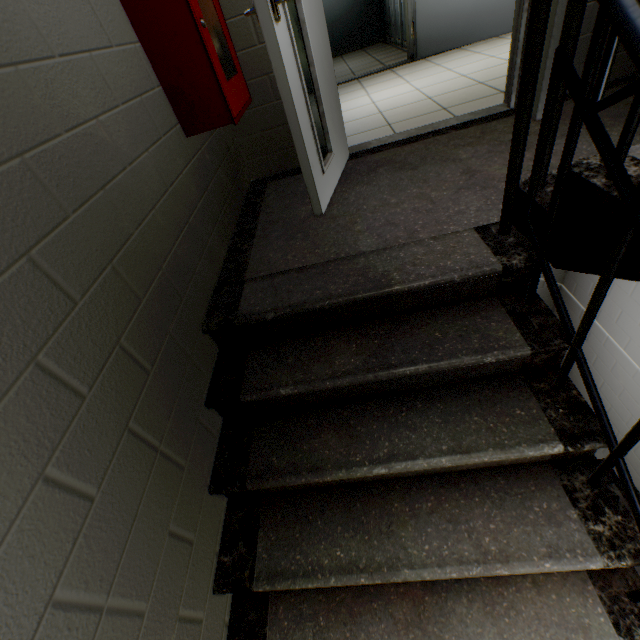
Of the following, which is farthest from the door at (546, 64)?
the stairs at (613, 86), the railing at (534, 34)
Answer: the railing at (534, 34)

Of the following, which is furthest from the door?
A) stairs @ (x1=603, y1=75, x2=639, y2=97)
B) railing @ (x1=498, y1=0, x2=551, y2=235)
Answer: railing @ (x1=498, y1=0, x2=551, y2=235)

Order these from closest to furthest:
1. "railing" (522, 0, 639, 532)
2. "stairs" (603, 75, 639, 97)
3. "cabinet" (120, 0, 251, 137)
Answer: "railing" (522, 0, 639, 532) → "cabinet" (120, 0, 251, 137) → "stairs" (603, 75, 639, 97)

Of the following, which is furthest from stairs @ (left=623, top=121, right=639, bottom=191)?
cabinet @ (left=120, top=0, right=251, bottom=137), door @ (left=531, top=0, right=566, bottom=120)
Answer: cabinet @ (left=120, top=0, right=251, bottom=137)

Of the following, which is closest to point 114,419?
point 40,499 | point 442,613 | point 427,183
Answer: point 40,499

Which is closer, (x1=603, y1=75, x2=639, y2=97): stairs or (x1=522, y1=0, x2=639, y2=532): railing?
(x1=522, y1=0, x2=639, y2=532): railing

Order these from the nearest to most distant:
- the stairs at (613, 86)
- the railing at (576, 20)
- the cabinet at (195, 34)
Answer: the railing at (576, 20), the cabinet at (195, 34), the stairs at (613, 86)

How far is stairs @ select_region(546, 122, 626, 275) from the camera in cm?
92
